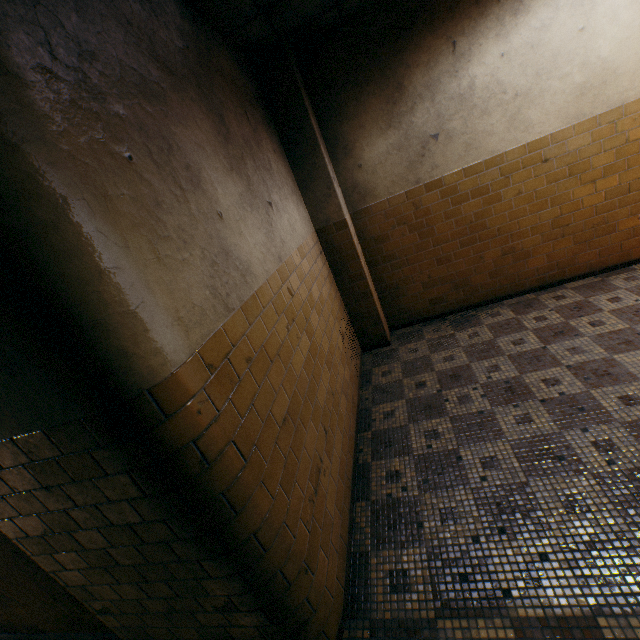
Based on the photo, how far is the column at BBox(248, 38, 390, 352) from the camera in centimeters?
364cm

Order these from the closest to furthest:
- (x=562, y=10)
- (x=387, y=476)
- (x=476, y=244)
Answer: (x=387, y=476) < (x=562, y=10) < (x=476, y=244)

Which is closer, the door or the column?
the door

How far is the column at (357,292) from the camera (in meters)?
3.64

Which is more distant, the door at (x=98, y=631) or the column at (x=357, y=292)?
the column at (x=357, y=292)
